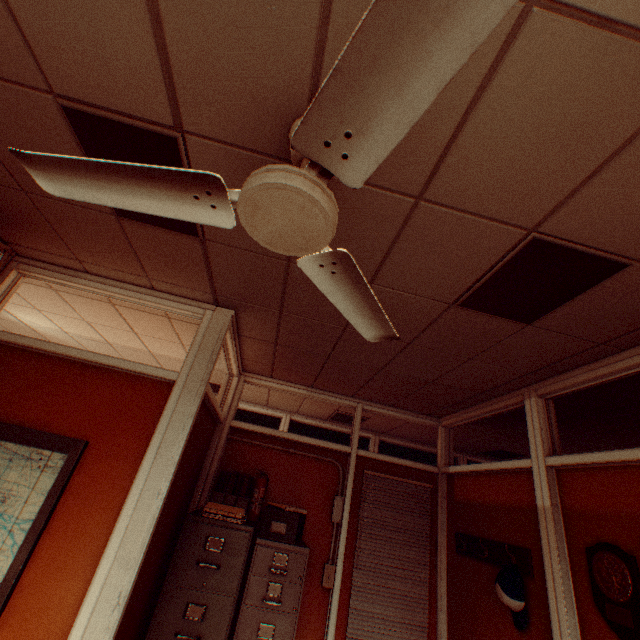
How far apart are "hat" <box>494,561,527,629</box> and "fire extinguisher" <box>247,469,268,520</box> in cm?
222

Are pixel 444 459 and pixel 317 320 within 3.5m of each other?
yes

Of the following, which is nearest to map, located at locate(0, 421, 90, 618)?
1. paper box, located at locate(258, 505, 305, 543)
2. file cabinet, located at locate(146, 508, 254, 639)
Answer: file cabinet, located at locate(146, 508, 254, 639)

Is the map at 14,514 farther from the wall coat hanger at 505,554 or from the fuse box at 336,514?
the wall coat hanger at 505,554

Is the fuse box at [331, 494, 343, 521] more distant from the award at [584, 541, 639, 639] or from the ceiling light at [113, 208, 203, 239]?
the ceiling light at [113, 208, 203, 239]

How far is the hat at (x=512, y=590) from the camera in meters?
2.5

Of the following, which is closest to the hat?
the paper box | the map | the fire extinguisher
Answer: the paper box

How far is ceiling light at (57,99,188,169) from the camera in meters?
1.4 m
